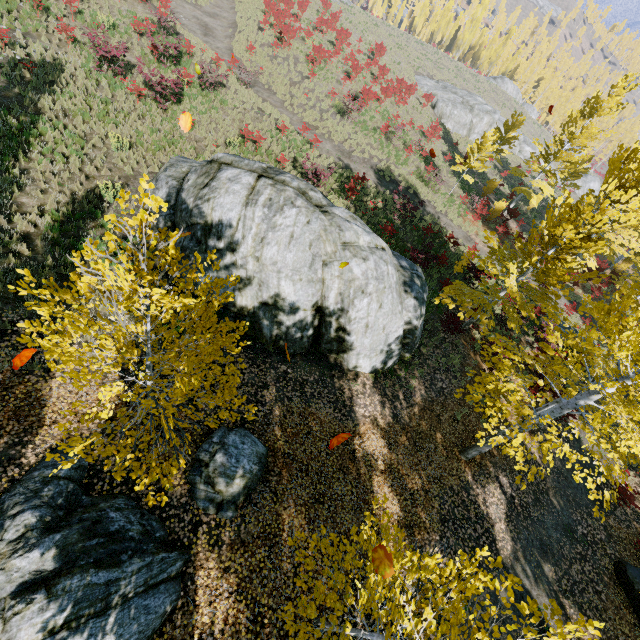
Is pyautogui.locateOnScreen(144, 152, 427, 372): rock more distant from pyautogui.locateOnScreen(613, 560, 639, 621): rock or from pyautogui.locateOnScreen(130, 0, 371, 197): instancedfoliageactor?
pyautogui.locateOnScreen(613, 560, 639, 621): rock

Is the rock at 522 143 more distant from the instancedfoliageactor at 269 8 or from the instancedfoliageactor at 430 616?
the instancedfoliageactor at 269 8

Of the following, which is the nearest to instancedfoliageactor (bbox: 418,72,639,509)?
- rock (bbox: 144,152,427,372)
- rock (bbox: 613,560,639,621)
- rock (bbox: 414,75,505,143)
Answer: rock (bbox: 144,152,427,372)

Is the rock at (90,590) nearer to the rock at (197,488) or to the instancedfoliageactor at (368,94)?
the rock at (197,488)

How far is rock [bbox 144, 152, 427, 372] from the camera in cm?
978

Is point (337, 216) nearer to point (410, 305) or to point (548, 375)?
point (410, 305)

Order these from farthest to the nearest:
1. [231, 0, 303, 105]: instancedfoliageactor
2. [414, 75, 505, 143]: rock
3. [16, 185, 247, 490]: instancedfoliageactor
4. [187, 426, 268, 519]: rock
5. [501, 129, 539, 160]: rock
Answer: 1. [501, 129, 539, 160]: rock
2. [414, 75, 505, 143]: rock
3. [231, 0, 303, 105]: instancedfoliageactor
4. [187, 426, 268, 519]: rock
5. [16, 185, 247, 490]: instancedfoliageactor

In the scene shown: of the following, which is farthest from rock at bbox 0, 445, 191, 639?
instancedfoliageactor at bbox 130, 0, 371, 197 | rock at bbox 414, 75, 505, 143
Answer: rock at bbox 414, 75, 505, 143
